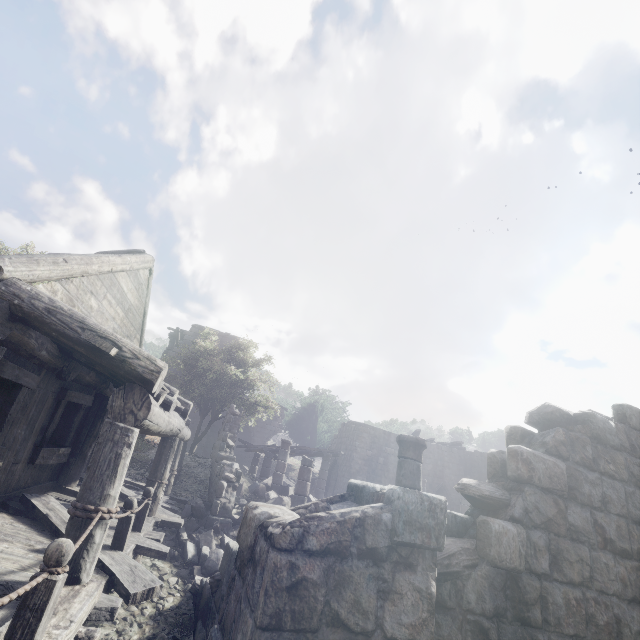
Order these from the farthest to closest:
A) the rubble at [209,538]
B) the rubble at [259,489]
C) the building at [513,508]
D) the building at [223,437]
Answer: the rubble at [259,489], the building at [223,437], the rubble at [209,538], the building at [513,508]

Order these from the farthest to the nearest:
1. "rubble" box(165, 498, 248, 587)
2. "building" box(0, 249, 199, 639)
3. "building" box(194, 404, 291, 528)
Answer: "building" box(194, 404, 291, 528)
"rubble" box(165, 498, 248, 587)
"building" box(0, 249, 199, 639)

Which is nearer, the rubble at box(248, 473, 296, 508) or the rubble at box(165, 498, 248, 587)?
the rubble at box(165, 498, 248, 587)

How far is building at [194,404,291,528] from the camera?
10.10m

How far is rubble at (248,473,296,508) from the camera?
13.23m

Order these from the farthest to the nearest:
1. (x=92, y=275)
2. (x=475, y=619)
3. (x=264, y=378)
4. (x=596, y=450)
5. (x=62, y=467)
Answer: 1. (x=264, y=378)
2. (x=62, y=467)
3. (x=92, y=275)
4. (x=596, y=450)
5. (x=475, y=619)

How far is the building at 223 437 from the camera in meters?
10.1 m
